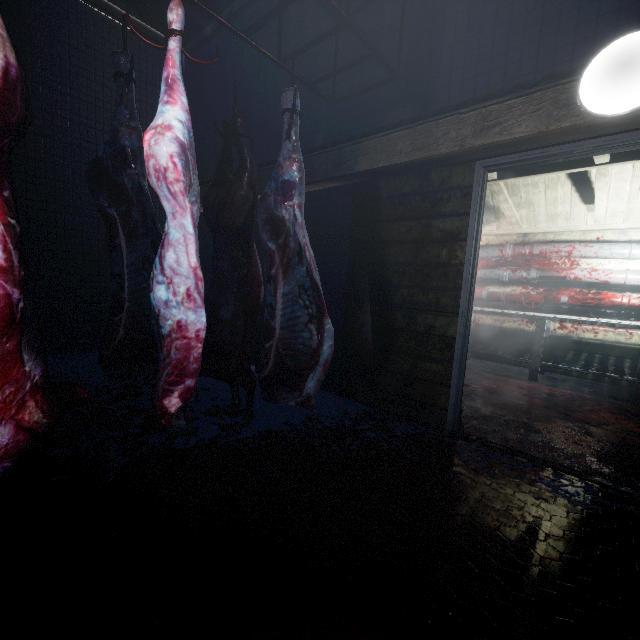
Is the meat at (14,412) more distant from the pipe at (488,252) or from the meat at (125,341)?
the pipe at (488,252)

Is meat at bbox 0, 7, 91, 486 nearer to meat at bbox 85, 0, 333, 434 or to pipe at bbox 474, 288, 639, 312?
meat at bbox 85, 0, 333, 434

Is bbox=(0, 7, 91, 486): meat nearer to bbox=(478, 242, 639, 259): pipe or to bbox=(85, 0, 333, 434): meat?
bbox=(85, 0, 333, 434): meat

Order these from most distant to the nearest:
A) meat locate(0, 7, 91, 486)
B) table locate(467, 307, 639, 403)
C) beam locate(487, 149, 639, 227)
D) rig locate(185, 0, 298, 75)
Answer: table locate(467, 307, 639, 403), beam locate(487, 149, 639, 227), rig locate(185, 0, 298, 75), meat locate(0, 7, 91, 486)

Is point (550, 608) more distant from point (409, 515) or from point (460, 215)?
point (460, 215)

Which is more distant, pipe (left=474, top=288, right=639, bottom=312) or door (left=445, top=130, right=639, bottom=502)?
pipe (left=474, top=288, right=639, bottom=312)

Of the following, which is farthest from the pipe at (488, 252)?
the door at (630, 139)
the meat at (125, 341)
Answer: the meat at (125, 341)

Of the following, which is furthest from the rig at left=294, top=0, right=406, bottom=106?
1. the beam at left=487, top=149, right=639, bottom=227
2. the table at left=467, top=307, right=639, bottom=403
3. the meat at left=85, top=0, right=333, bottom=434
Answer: the table at left=467, top=307, right=639, bottom=403
